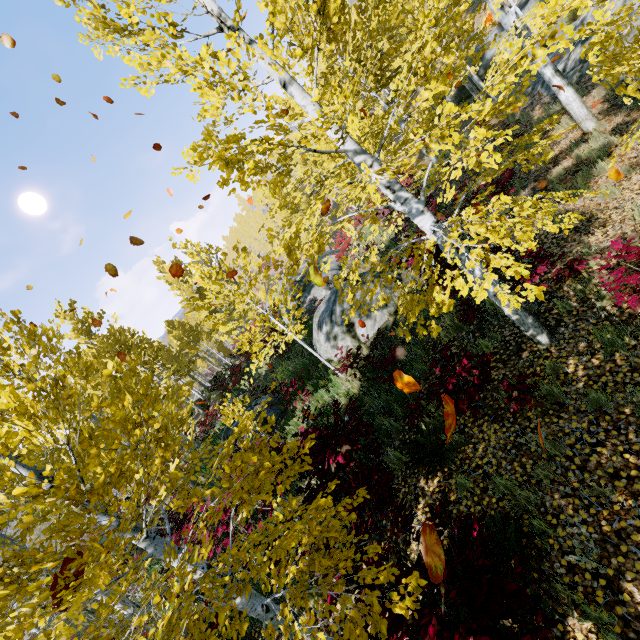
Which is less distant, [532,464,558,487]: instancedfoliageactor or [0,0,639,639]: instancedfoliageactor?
[0,0,639,639]: instancedfoliageactor

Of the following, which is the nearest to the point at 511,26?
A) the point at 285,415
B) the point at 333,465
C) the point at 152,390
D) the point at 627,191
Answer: the point at 627,191

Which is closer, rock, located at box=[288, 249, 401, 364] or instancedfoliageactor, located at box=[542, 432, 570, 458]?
instancedfoliageactor, located at box=[542, 432, 570, 458]

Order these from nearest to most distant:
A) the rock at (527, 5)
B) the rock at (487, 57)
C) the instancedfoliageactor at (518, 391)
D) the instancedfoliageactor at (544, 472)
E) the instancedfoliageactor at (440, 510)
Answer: the instancedfoliageactor at (440, 510) → the instancedfoliageactor at (544, 472) → the instancedfoliageactor at (518, 391) → the rock at (527, 5) → the rock at (487, 57)

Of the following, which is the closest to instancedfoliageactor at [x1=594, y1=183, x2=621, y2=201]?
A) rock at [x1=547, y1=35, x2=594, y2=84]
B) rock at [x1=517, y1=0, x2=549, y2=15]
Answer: rock at [x1=547, y1=35, x2=594, y2=84]

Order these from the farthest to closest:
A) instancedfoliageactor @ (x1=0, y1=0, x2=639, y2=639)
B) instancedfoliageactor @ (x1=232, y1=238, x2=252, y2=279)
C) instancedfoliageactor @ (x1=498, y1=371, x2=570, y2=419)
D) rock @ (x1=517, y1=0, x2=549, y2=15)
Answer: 1. rock @ (x1=517, y1=0, x2=549, y2=15)
2. instancedfoliageactor @ (x1=232, y1=238, x2=252, y2=279)
3. instancedfoliageactor @ (x1=498, y1=371, x2=570, y2=419)
4. instancedfoliageactor @ (x1=0, y1=0, x2=639, y2=639)

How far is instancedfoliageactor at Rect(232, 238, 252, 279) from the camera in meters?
7.5

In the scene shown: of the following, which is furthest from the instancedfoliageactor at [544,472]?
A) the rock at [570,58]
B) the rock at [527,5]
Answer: the rock at [527,5]
